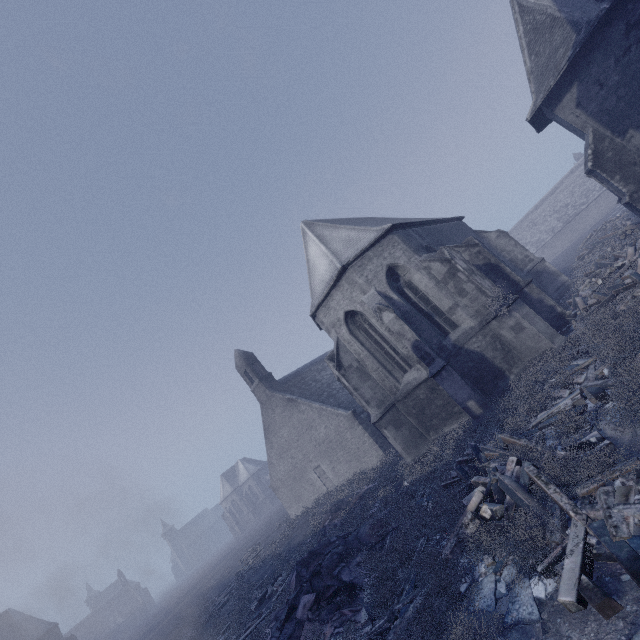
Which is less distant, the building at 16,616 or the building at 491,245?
the building at 491,245

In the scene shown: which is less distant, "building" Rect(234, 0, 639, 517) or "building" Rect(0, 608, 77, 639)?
"building" Rect(234, 0, 639, 517)

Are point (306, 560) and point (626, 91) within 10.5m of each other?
no
